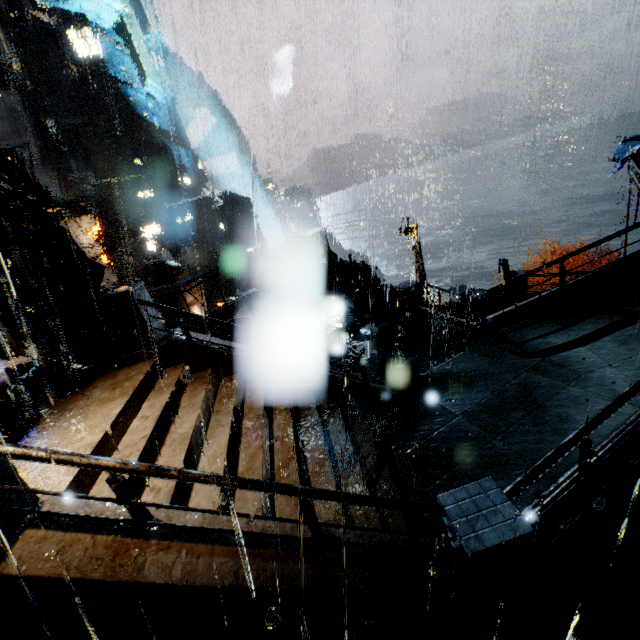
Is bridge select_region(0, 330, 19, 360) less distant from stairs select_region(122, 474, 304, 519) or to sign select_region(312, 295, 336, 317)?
stairs select_region(122, 474, 304, 519)

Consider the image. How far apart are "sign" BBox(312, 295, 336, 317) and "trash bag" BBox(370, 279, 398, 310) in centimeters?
175cm

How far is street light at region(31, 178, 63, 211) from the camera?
16.1 meters

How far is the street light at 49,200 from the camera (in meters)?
16.10

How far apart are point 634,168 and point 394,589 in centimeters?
1891cm

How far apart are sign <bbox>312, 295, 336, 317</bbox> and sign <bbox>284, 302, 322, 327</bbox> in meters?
0.2 m

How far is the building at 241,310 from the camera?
17.53m

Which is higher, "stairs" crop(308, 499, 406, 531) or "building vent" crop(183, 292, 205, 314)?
"stairs" crop(308, 499, 406, 531)
